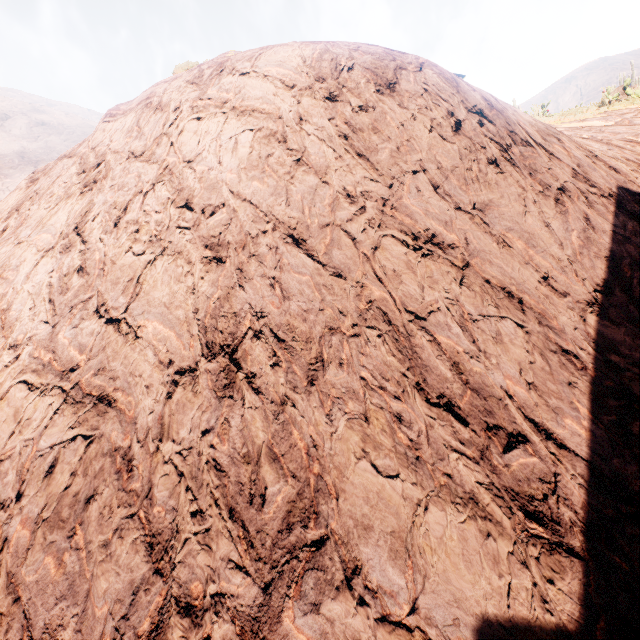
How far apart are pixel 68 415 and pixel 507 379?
4.1 meters
